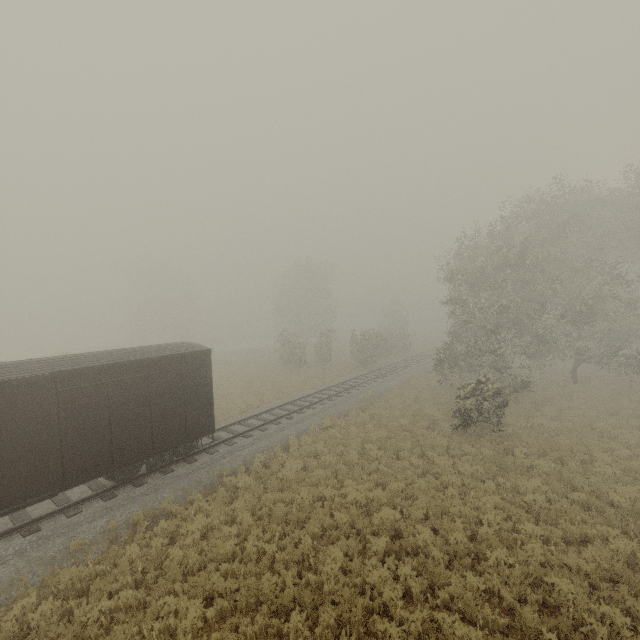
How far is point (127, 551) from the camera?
9.2m

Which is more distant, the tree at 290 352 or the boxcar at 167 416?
the tree at 290 352

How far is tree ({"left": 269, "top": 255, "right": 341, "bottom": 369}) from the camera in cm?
3606

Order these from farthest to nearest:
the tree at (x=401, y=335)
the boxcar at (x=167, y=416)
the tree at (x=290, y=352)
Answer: the tree at (x=290, y=352), the tree at (x=401, y=335), the boxcar at (x=167, y=416)

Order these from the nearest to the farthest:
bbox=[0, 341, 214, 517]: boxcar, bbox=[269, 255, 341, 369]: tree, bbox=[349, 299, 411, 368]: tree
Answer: bbox=[0, 341, 214, 517]: boxcar → bbox=[349, 299, 411, 368]: tree → bbox=[269, 255, 341, 369]: tree

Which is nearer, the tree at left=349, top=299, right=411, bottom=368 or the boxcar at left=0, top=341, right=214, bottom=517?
the boxcar at left=0, top=341, right=214, bottom=517

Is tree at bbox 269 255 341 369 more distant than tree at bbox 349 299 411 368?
Yes
